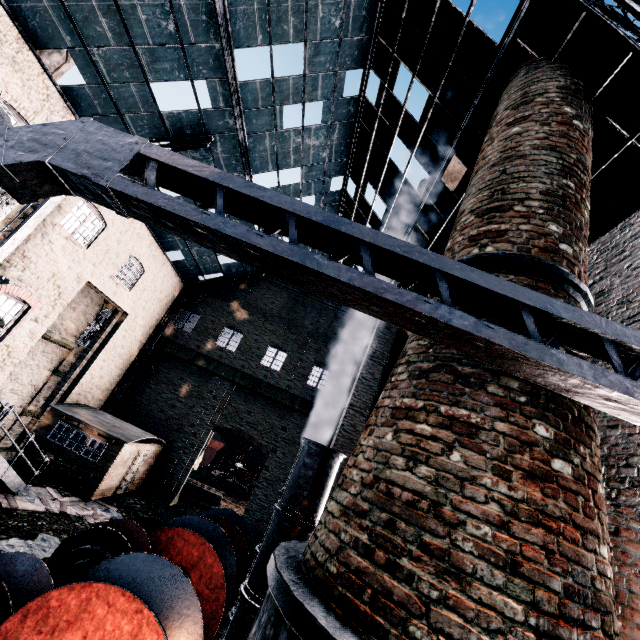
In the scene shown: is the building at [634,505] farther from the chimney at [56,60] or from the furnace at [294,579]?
the chimney at [56,60]

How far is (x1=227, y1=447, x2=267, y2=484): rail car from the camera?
36.91m

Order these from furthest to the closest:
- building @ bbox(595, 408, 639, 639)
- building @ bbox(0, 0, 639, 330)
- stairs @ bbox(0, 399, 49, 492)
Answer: stairs @ bbox(0, 399, 49, 492) < building @ bbox(0, 0, 639, 330) < building @ bbox(595, 408, 639, 639)

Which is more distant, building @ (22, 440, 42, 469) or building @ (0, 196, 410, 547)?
building @ (22, 440, 42, 469)

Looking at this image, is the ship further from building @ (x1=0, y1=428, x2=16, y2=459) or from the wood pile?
the wood pile

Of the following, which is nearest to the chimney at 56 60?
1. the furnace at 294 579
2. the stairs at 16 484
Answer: the stairs at 16 484

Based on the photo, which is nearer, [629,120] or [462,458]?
[462,458]

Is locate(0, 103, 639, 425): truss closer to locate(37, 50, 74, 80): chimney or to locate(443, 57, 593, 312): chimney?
locate(443, 57, 593, 312): chimney
